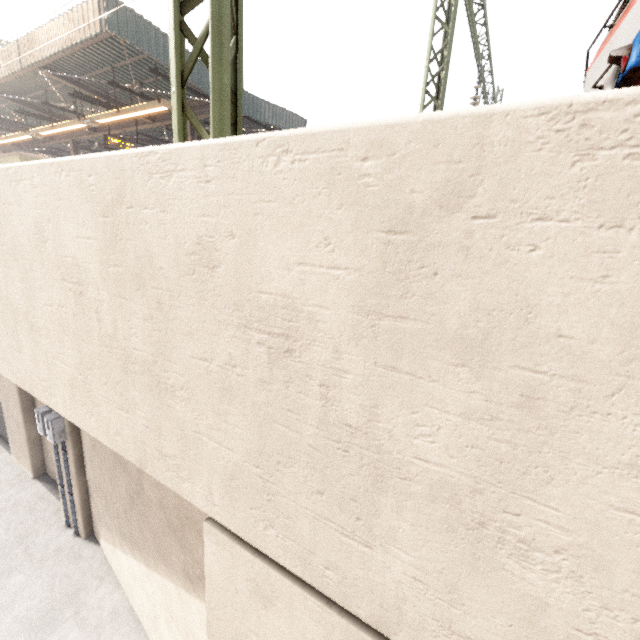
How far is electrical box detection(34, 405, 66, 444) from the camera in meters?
8.7

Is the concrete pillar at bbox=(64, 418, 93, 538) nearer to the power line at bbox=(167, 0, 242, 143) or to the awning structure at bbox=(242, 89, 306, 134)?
the power line at bbox=(167, 0, 242, 143)

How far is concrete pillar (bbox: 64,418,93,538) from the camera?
9.02m

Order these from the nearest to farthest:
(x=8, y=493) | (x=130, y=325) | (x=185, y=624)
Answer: (x=130, y=325) < (x=185, y=624) < (x=8, y=493)

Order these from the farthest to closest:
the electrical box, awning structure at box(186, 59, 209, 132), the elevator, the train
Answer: the elevator < awning structure at box(186, 59, 209, 132) < the electrical box < the train

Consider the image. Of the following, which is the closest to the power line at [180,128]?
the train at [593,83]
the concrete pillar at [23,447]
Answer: the concrete pillar at [23,447]

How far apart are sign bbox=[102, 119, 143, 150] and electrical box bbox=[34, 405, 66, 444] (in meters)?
10.25

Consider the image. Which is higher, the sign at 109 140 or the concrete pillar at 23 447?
the sign at 109 140
